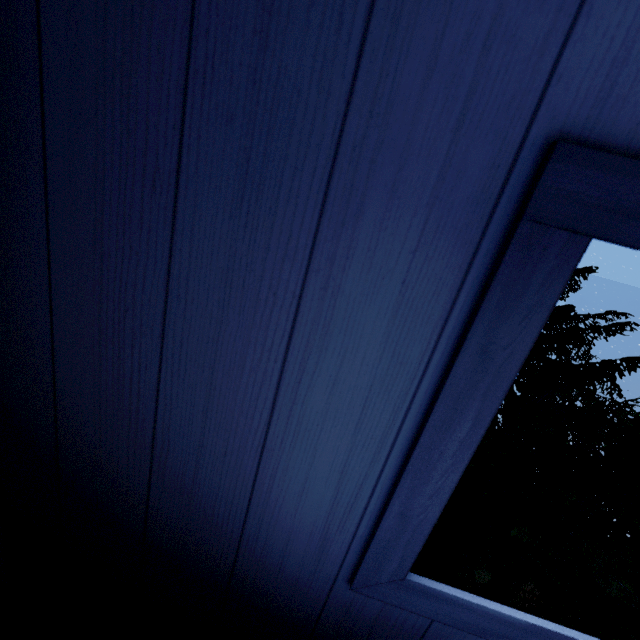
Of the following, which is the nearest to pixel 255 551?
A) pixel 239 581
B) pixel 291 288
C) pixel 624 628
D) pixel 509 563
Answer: pixel 239 581
